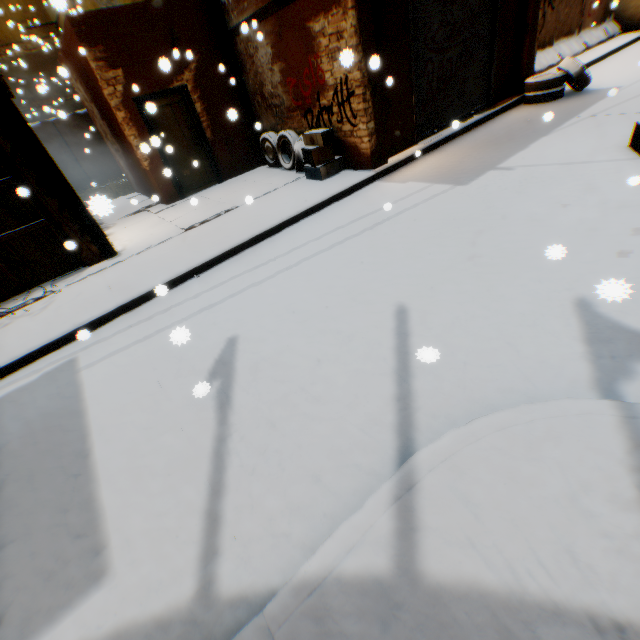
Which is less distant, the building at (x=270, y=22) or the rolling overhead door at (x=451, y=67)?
the building at (x=270, y=22)

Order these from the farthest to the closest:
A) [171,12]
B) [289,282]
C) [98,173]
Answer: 1. [98,173]
2. [171,12]
3. [289,282]

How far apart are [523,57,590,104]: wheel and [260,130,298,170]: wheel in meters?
6.6

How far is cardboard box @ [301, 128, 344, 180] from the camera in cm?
716

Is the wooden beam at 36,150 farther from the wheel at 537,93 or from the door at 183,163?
the wheel at 537,93

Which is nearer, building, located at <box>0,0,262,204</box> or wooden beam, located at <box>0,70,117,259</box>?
wooden beam, located at <box>0,70,117,259</box>

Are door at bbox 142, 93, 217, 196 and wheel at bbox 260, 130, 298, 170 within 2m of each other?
yes

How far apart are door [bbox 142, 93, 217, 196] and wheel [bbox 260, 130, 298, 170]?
0.39m
